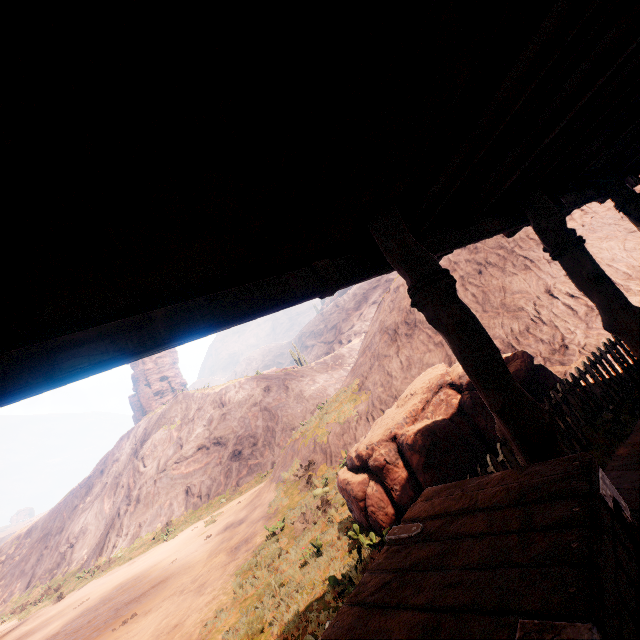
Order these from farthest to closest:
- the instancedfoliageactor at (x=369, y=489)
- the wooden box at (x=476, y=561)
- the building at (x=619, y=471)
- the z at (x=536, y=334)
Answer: the z at (x=536, y=334) → the instancedfoliageactor at (x=369, y=489) → the building at (x=619, y=471) → the wooden box at (x=476, y=561)

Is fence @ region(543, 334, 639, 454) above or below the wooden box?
below

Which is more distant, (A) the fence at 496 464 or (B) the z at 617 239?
(B) the z at 617 239

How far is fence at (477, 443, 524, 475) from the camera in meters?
4.1

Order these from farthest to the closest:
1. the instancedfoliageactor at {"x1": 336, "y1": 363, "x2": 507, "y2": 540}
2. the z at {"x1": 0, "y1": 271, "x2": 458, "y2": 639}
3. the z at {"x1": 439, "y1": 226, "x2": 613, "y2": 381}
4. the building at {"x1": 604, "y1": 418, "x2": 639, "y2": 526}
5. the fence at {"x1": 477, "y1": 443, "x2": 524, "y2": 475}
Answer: the z at {"x1": 439, "y1": 226, "x2": 613, "y2": 381}
the z at {"x1": 0, "y1": 271, "x2": 458, "y2": 639}
the instancedfoliageactor at {"x1": 336, "y1": 363, "x2": 507, "y2": 540}
the fence at {"x1": 477, "y1": 443, "x2": 524, "y2": 475}
the building at {"x1": 604, "y1": 418, "x2": 639, "y2": 526}

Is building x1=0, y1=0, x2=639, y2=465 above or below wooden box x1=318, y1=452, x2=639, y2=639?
above

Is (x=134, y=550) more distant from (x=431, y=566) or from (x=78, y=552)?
(x=431, y=566)

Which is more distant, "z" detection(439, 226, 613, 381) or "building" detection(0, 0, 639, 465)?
"z" detection(439, 226, 613, 381)
